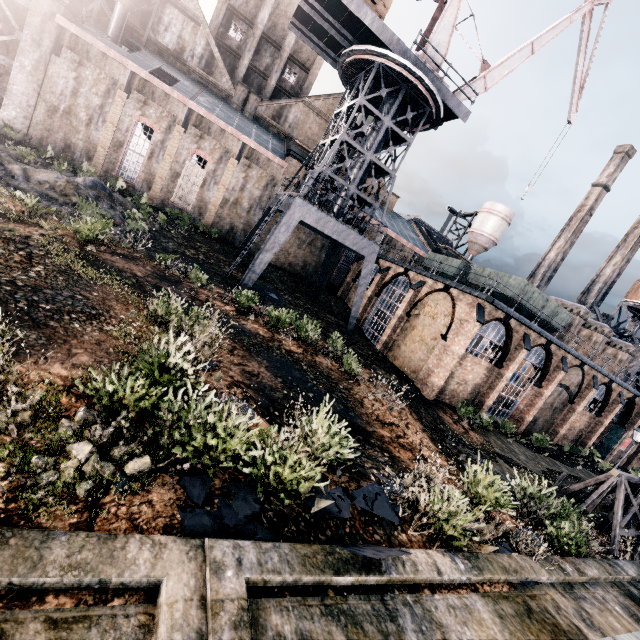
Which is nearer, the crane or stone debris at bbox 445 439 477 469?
stone debris at bbox 445 439 477 469

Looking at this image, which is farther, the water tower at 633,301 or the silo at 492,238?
the silo at 492,238

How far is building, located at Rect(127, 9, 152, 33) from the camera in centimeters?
3291cm

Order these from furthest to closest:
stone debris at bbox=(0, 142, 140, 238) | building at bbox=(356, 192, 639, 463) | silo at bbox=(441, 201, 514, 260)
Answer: silo at bbox=(441, 201, 514, 260)
building at bbox=(356, 192, 639, 463)
stone debris at bbox=(0, 142, 140, 238)

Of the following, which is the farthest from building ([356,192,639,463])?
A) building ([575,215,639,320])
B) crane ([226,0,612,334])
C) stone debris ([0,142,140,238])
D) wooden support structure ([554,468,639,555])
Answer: stone debris ([0,142,140,238])

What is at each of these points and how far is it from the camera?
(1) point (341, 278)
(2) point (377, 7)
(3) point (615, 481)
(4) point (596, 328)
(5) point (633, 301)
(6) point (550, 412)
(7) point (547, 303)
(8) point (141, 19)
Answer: (1) building, 40.8 meters
(2) building, 20.2 meters
(3) wooden support structure, 13.5 meters
(4) chimney, 35.2 meters
(5) water tower, 41.8 meters
(6) building, 30.8 meters
(7) rail car container, 26.4 meters
(8) building, 33.2 meters

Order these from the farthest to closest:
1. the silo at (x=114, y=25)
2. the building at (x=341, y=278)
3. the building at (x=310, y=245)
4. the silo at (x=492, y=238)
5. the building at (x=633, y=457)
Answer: the silo at (x=492, y=238)
the building at (x=633, y=457)
the building at (x=341, y=278)
the building at (x=310, y=245)
the silo at (x=114, y=25)

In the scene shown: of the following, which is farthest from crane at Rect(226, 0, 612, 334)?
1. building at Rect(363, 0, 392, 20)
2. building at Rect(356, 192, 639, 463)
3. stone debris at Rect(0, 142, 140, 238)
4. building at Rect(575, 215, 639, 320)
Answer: building at Rect(575, 215, 639, 320)
